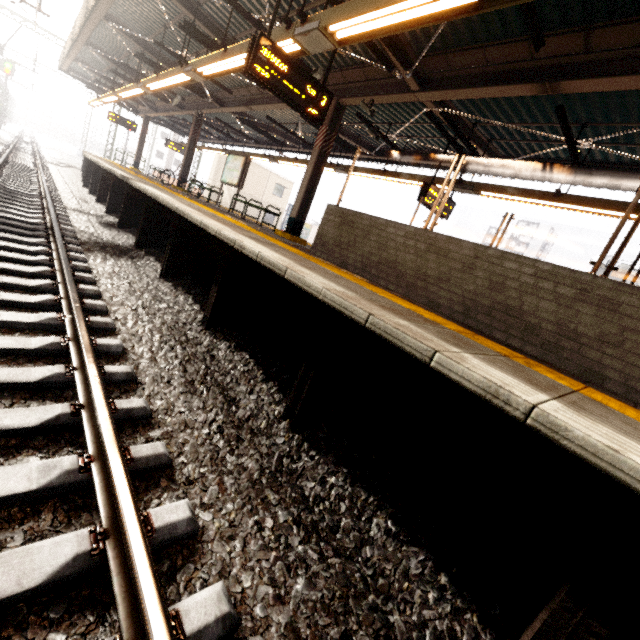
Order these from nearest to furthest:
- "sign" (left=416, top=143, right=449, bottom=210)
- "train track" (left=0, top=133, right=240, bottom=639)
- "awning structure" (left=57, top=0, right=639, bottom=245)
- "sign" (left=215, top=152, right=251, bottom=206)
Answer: "train track" (left=0, top=133, right=240, bottom=639) < "awning structure" (left=57, top=0, right=639, bottom=245) < "sign" (left=416, top=143, right=449, bottom=210) < "sign" (left=215, top=152, right=251, bottom=206)

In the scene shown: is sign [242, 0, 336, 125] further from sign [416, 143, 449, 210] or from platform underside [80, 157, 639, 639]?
sign [416, 143, 449, 210]

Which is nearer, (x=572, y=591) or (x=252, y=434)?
(x=572, y=591)

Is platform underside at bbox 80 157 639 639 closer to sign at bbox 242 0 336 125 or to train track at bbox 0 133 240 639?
train track at bbox 0 133 240 639

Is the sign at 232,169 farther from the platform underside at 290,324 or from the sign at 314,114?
the sign at 314,114

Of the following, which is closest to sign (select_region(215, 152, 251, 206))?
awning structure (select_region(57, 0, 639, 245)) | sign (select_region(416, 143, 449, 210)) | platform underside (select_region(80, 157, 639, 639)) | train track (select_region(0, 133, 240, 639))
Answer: awning structure (select_region(57, 0, 639, 245))

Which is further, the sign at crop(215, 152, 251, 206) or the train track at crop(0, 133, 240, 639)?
the sign at crop(215, 152, 251, 206)

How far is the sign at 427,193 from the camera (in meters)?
8.16
